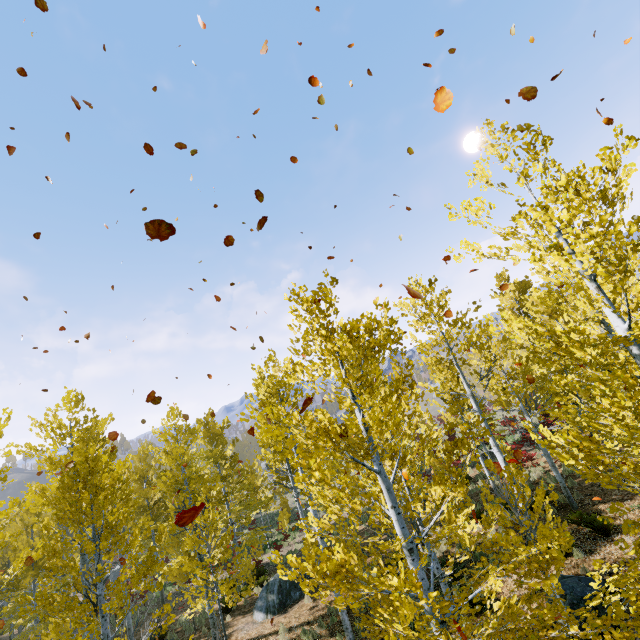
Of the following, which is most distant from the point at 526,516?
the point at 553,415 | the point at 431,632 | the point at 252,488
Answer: the point at 252,488

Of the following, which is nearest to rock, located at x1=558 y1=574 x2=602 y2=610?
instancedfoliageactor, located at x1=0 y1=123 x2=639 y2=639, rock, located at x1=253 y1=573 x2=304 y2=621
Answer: instancedfoliageactor, located at x1=0 y1=123 x2=639 y2=639

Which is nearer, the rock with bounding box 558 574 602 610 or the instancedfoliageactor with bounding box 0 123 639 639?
the instancedfoliageactor with bounding box 0 123 639 639

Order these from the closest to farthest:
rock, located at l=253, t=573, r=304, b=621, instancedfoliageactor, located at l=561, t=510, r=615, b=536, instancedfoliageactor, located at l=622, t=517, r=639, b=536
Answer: instancedfoliageactor, located at l=622, t=517, r=639, b=536 → instancedfoliageactor, located at l=561, t=510, r=615, b=536 → rock, located at l=253, t=573, r=304, b=621

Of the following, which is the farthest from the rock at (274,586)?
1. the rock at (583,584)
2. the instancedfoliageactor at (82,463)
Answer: the rock at (583,584)

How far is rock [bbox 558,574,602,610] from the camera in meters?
7.2 m

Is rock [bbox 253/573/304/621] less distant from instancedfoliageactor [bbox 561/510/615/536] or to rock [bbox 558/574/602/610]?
instancedfoliageactor [bbox 561/510/615/536]

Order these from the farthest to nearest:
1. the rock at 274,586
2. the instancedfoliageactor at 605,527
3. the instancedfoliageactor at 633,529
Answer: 1. the rock at 274,586
2. the instancedfoliageactor at 605,527
3. the instancedfoliageactor at 633,529
